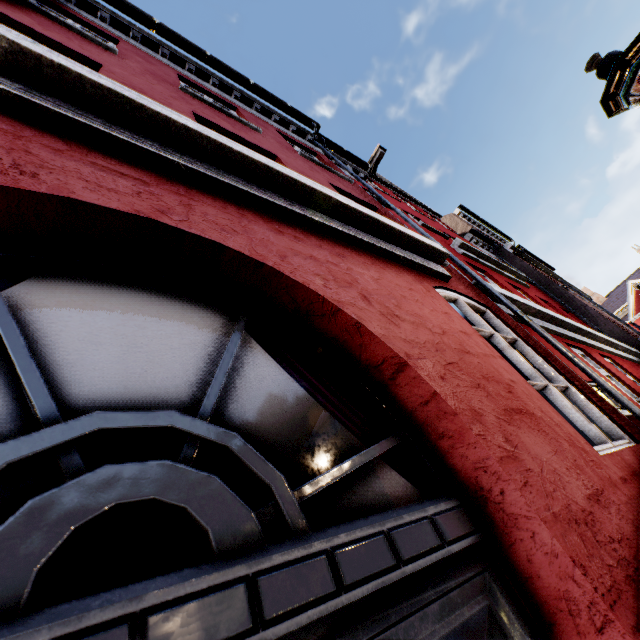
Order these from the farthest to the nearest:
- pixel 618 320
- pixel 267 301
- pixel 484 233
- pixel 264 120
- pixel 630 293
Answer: pixel 630 293, pixel 484 233, pixel 618 320, pixel 264 120, pixel 267 301

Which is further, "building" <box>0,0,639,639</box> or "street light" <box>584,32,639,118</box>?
"street light" <box>584,32,639,118</box>

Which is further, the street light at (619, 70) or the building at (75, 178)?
→ the street light at (619, 70)
